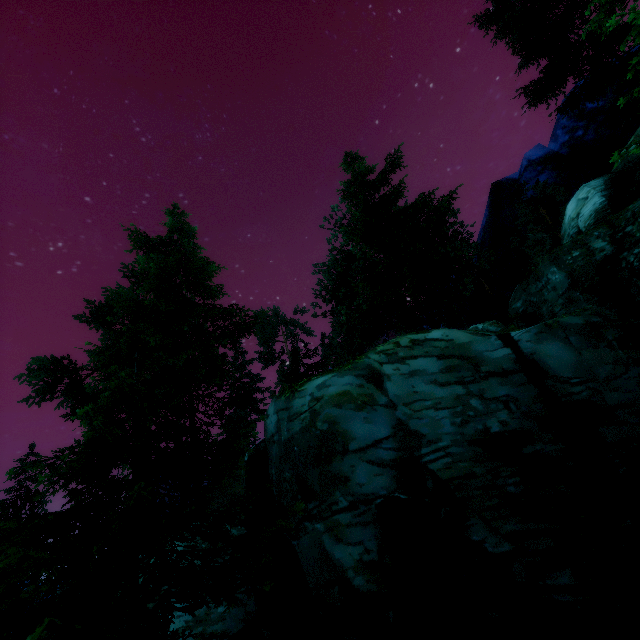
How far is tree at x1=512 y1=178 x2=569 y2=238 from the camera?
36.53m

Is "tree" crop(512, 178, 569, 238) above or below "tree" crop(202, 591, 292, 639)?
above

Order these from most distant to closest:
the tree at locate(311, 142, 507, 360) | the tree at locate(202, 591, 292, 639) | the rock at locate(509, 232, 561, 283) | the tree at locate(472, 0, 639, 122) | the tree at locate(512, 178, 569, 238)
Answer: the tree at locate(512, 178, 569, 238) < the rock at locate(509, 232, 561, 283) < the tree at locate(311, 142, 507, 360) < the tree at locate(472, 0, 639, 122) < the tree at locate(202, 591, 292, 639)

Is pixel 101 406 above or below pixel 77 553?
above

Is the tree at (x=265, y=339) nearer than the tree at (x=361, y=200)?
Yes

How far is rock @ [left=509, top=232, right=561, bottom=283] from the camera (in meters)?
24.42
